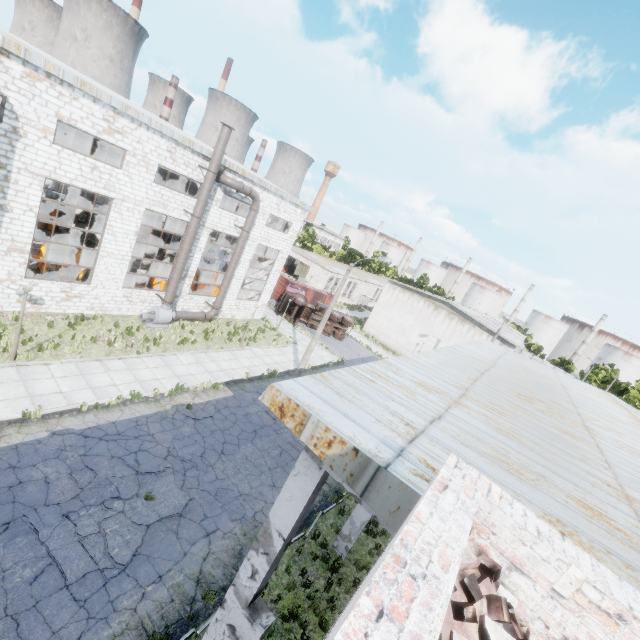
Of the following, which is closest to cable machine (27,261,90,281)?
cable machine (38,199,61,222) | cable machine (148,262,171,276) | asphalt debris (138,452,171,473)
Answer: cable machine (148,262,171,276)

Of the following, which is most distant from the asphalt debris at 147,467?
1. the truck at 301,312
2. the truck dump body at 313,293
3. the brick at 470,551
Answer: the truck dump body at 313,293

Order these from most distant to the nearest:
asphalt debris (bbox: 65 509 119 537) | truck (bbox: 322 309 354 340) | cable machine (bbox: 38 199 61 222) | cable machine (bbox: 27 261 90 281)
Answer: truck (bbox: 322 309 354 340), cable machine (bbox: 38 199 61 222), cable machine (bbox: 27 261 90 281), asphalt debris (bbox: 65 509 119 537)

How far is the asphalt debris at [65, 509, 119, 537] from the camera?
8.9m

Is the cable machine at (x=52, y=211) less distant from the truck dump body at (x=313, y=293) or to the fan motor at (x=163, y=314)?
the fan motor at (x=163, y=314)

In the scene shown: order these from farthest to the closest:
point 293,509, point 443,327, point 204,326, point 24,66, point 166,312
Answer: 1. point 443,327
2. point 204,326
3. point 166,312
4. point 24,66
5. point 293,509

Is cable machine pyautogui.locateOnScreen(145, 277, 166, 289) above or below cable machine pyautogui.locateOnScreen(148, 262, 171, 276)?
below

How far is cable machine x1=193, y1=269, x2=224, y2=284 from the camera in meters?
26.7
